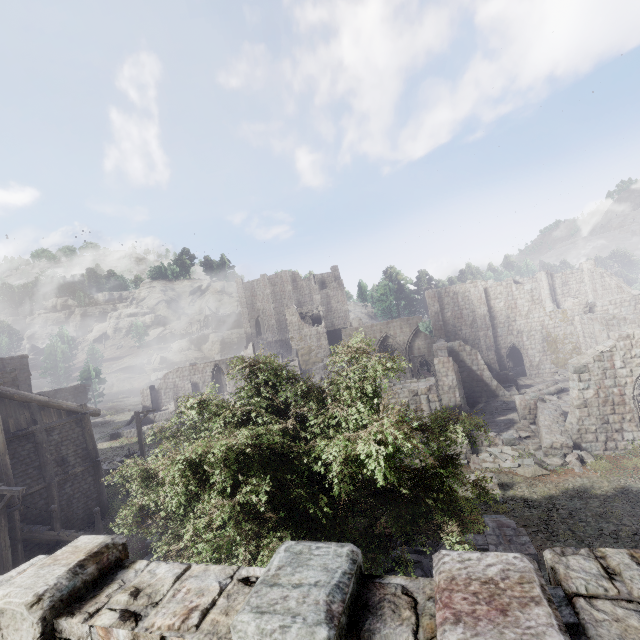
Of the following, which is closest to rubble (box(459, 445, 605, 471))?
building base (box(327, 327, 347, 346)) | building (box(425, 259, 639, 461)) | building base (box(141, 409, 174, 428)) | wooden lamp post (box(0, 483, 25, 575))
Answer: building (box(425, 259, 639, 461))

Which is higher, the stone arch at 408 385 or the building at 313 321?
the building at 313 321

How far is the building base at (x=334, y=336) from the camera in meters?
57.9

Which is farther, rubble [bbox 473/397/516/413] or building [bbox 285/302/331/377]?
building [bbox 285/302/331/377]

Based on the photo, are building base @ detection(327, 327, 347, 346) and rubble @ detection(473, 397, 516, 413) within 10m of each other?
no

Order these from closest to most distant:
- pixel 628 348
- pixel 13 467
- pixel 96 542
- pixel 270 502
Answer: pixel 96 542 < pixel 270 502 < pixel 13 467 < pixel 628 348

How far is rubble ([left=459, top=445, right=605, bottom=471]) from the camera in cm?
1669

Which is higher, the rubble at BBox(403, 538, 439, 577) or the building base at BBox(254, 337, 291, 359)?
the building base at BBox(254, 337, 291, 359)
